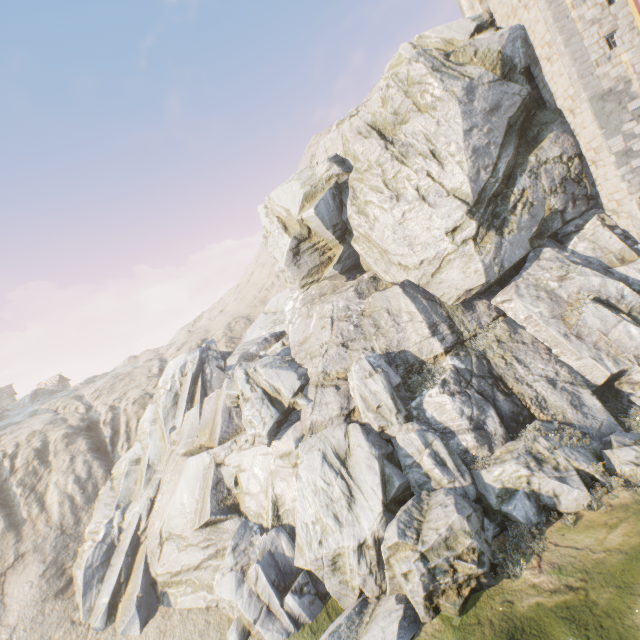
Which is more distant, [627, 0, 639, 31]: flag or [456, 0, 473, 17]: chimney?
[456, 0, 473, 17]: chimney

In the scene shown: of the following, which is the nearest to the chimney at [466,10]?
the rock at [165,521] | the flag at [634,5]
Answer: the rock at [165,521]

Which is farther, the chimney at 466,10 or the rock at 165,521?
the chimney at 466,10

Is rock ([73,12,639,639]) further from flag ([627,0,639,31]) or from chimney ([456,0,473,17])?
chimney ([456,0,473,17])

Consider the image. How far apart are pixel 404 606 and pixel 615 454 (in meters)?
9.44

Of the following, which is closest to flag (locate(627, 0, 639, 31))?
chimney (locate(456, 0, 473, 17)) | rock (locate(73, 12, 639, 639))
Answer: rock (locate(73, 12, 639, 639))

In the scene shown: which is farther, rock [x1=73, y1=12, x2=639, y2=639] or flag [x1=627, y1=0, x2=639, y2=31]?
flag [x1=627, y1=0, x2=639, y2=31]

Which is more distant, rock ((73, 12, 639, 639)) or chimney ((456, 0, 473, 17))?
chimney ((456, 0, 473, 17))
